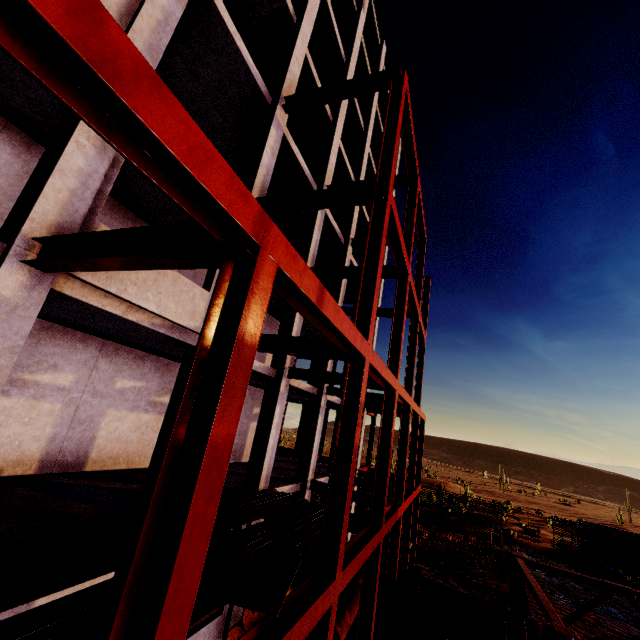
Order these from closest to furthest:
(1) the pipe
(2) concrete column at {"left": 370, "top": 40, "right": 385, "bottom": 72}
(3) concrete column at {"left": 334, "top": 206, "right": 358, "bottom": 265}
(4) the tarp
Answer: (4) the tarp < (3) concrete column at {"left": 334, "top": 206, "right": 358, "bottom": 265} < (2) concrete column at {"left": 370, "top": 40, "right": 385, "bottom": 72} < (1) the pipe

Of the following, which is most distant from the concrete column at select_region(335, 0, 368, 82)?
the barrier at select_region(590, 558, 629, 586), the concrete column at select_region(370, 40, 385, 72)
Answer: the barrier at select_region(590, 558, 629, 586)

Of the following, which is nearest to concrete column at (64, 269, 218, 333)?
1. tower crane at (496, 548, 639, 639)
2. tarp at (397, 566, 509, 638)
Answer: tower crane at (496, 548, 639, 639)

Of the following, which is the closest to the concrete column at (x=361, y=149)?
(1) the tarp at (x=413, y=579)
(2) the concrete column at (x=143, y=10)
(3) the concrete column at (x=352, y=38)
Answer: (3) the concrete column at (x=352, y=38)

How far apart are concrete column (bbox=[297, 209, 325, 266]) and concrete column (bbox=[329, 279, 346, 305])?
3.2 meters

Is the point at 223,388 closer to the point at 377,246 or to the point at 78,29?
the point at 78,29

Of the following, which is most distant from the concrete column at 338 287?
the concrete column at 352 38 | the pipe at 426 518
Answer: the pipe at 426 518
